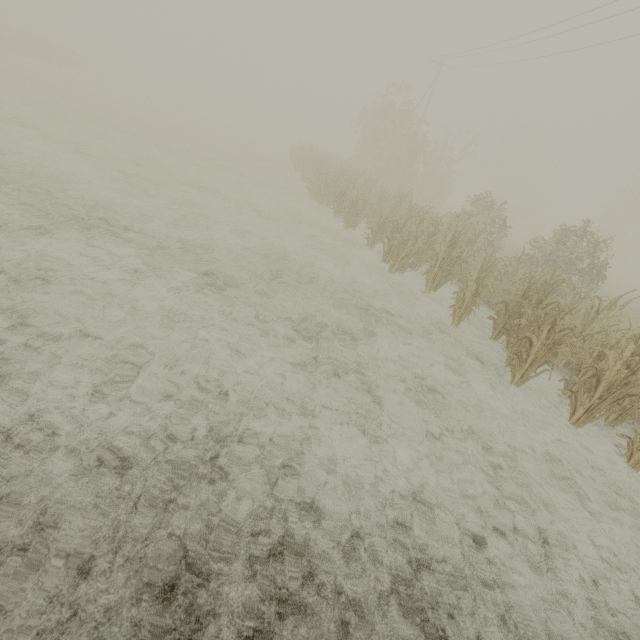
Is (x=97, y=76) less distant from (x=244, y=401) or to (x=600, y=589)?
(x=244, y=401)
